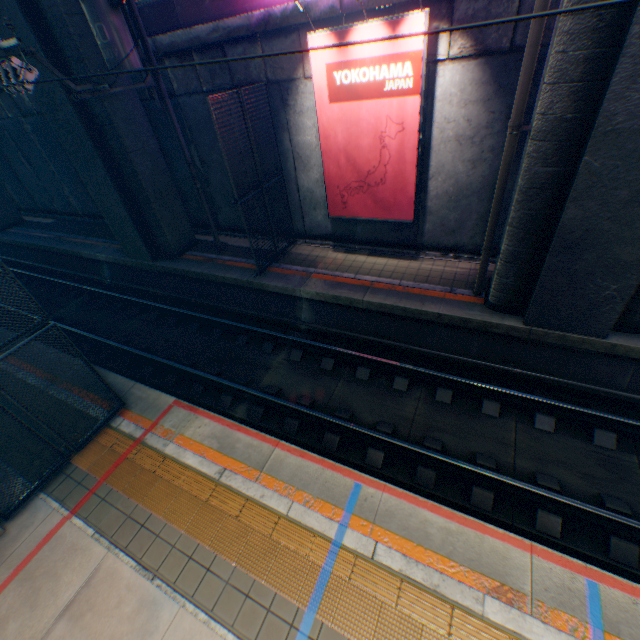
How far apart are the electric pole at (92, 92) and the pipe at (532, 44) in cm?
813

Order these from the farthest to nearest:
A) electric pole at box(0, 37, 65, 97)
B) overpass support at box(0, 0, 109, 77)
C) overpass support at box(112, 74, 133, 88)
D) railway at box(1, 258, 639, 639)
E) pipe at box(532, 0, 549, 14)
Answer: overpass support at box(112, 74, 133, 88) → overpass support at box(0, 0, 109, 77) → electric pole at box(0, 37, 65, 97) → pipe at box(532, 0, 549, 14) → railway at box(1, 258, 639, 639)

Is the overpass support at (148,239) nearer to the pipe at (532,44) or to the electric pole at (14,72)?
the pipe at (532,44)

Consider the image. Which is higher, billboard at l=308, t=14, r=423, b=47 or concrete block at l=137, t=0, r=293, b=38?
concrete block at l=137, t=0, r=293, b=38

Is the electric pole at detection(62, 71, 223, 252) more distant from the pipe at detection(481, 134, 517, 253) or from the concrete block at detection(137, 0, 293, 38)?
the pipe at detection(481, 134, 517, 253)

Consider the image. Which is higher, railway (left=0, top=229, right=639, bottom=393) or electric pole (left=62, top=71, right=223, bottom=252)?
electric pole (left=62, top=71, right=223, bottom=252)

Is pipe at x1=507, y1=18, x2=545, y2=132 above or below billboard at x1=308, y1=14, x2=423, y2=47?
below

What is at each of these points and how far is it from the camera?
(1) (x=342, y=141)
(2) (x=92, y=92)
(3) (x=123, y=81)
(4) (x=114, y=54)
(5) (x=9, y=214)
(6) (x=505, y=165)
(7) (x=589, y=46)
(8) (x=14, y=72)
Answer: (1) billboard, 8.5 meters
(2) electric pole, 7.7 meters
(3) overpass support, 9.5 meters
(4) electric pole, 7.7 meters
(5) overpass support, 18.1 meters
(6) pipe, 6.3 meters
(7) overpass support, 4.6 meters
(8) electric pole, 6.3 meters
